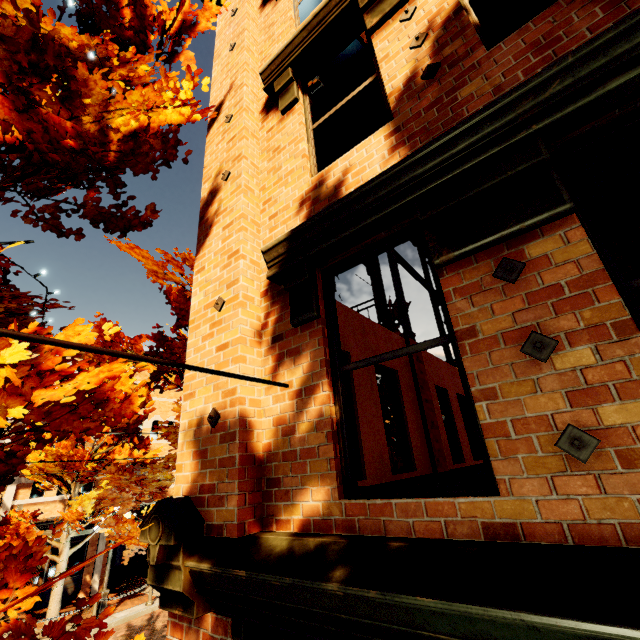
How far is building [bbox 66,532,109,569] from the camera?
14.9m

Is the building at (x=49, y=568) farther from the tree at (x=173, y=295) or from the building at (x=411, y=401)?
the building at (x=411, y=401)

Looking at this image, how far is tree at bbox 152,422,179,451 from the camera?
4.9m

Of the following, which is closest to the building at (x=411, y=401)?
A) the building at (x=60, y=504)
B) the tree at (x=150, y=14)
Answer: the tree at (x=150, y=14)

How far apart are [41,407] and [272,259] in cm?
216

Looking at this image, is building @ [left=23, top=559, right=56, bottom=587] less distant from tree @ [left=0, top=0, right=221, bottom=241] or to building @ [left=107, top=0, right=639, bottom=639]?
tree @ [left=0, top=0, right=221, bottom=241]

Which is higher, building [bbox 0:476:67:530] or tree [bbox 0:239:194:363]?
tree [bbox 0:239:194:363]

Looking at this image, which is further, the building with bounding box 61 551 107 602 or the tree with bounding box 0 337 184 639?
the building with bounding box 61 551 107 602
